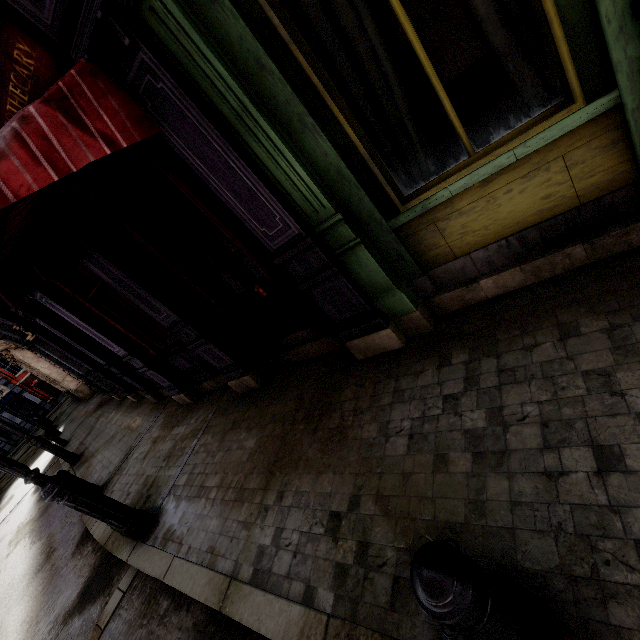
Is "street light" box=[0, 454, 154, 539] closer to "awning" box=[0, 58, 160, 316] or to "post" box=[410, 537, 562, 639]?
"awning" box=[0, 58, 160, 316]

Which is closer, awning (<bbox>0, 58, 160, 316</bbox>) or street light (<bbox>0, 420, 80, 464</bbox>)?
awning (<bbox>0, 58, 160, 316</bbox>)

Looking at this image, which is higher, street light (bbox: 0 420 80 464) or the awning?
the awning

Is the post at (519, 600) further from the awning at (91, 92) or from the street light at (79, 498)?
the street light at (79, 498)

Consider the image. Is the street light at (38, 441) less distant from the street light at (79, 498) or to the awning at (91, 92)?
the street light at (79, 498)

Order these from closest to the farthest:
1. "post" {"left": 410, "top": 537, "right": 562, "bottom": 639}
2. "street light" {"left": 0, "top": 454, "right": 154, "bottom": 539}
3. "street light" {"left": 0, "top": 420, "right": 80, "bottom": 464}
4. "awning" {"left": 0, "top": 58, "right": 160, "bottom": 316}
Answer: "post" {"left": 410, "top": 537, "right": 562, "bottom": 639} < "awning" {"left": 0, "top": 58, "right": 160, "bottom": 316} < "street light" {"left": 0, "top": 454, "right": 154, "bottom": 539} < "street light" {"left": 0, "top": 420, "right": 80, "bottom": 464}

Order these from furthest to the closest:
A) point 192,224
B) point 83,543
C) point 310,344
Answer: point 83,543, point 310,344, point 192,224

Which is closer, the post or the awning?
the post
